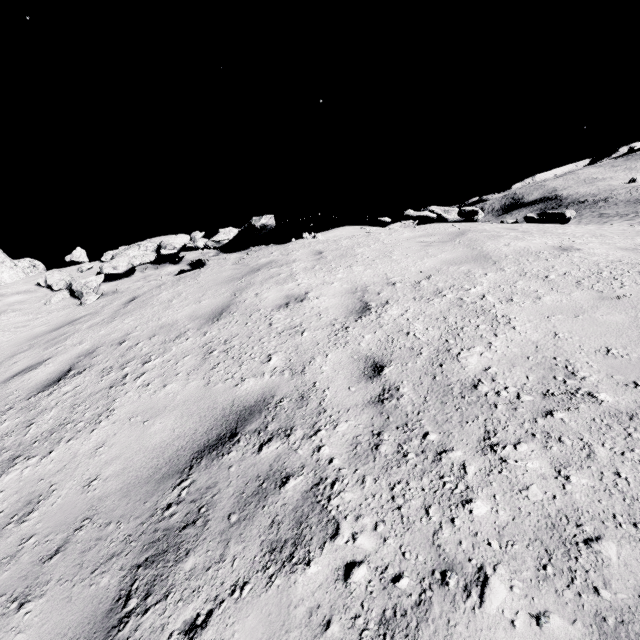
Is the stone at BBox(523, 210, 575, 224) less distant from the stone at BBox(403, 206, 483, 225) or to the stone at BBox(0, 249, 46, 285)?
the stone at BBox(403, 206, 483, 225)

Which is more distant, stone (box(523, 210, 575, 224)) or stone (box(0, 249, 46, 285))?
stone (box(0, 249, 46, 285))

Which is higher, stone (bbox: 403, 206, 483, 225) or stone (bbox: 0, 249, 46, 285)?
stone (bbox: 0, 249, 46, 285)

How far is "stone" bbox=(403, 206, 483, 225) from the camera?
7.86m

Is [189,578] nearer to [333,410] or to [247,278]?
[333,410]

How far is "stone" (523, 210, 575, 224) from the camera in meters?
7.9

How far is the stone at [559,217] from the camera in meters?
7.9 m

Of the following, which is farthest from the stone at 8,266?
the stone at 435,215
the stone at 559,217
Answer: the stone at 559,217
